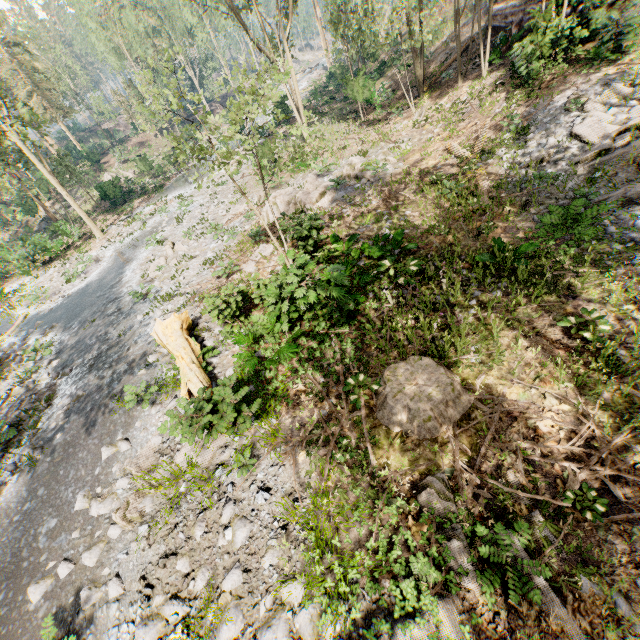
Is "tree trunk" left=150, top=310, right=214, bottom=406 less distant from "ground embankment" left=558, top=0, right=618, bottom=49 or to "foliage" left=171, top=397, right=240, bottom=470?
"foliage" left=171, top=397, right=240, bottom=470

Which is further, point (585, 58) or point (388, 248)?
point (585, 58)

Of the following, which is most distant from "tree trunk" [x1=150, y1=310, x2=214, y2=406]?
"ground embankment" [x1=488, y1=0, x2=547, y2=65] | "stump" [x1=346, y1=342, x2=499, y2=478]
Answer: "ground embankment" [x1=488, y1=0, x2=547, y2=65]

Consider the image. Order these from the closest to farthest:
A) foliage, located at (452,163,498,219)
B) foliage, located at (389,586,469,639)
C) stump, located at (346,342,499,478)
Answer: foliage, located at (389,586,469,639) → stump, located at (346,342,499,478) → foliage, located at (452,163,498,219)

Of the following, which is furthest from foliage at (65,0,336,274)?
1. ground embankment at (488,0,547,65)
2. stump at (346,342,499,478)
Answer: stump at (346,342,499,478)

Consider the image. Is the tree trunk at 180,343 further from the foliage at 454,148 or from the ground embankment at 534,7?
the ground embankment at 534,7

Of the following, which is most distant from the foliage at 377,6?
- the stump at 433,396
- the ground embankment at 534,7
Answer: the stump at 433,396
